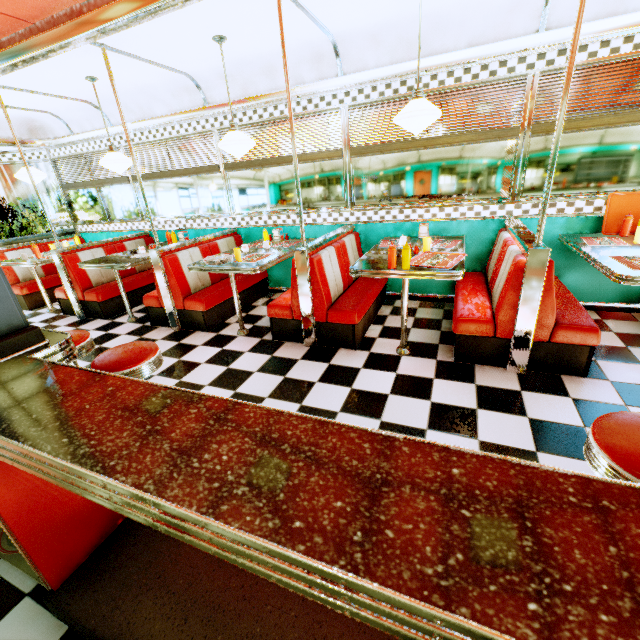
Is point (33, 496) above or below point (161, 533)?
above

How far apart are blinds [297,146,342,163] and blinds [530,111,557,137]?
2.1m

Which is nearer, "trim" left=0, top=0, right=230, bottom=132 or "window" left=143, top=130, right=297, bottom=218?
"trim" left=0, top=0, right=230, bottom=132

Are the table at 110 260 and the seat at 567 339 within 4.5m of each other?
no

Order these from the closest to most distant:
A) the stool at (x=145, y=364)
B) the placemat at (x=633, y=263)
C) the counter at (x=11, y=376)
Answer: the counter at (x=11, y=376) → the stool at (x=145, y=364) → the placemat at (x=633, y=263)

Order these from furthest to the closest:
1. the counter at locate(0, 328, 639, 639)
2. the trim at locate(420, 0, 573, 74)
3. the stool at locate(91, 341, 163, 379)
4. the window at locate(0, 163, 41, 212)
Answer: the window at locate(0, 163, 41, 212)
the trim at locate(420, 0, 573, 74)
the stool at locate(91, 341, 163, 379)
the counter at locate(0, 328, 639, 639)

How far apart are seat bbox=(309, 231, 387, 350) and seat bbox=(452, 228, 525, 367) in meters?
0.9 m

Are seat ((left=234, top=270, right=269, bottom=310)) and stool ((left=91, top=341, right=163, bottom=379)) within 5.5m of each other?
yes
